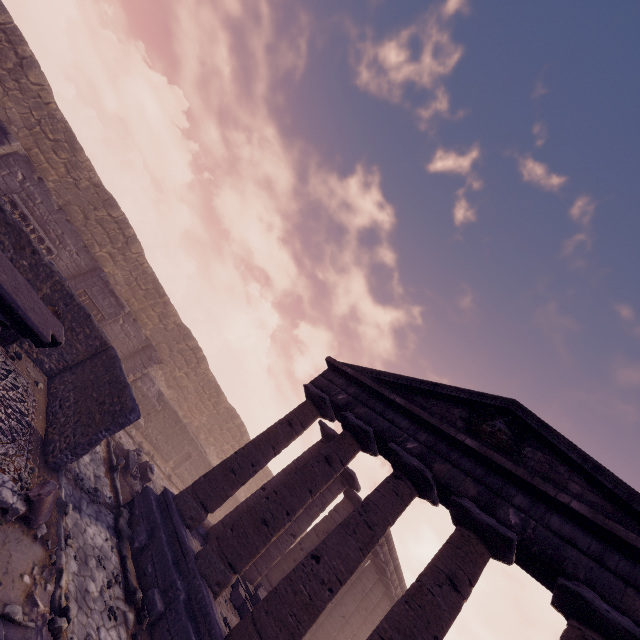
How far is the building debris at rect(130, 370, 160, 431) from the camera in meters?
15.9

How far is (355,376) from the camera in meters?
10.9

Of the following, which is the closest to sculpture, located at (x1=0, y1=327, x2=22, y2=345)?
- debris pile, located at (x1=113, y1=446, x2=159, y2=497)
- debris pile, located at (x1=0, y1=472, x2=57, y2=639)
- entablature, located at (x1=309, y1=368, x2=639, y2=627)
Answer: debris pile, located at (x1=0, y1=472, x2=57, y2=639)

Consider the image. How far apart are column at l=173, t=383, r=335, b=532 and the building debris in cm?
737

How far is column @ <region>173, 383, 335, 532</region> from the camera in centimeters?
921cm

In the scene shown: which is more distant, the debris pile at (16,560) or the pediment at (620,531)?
the pediment at (620,531)

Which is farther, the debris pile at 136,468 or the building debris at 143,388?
the building debris at 143,388

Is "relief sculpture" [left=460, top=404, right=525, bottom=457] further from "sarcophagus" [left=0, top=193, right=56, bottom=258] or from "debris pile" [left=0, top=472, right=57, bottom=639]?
"sarcophagus" [left=0, top=193, right=56, bottom=258]
